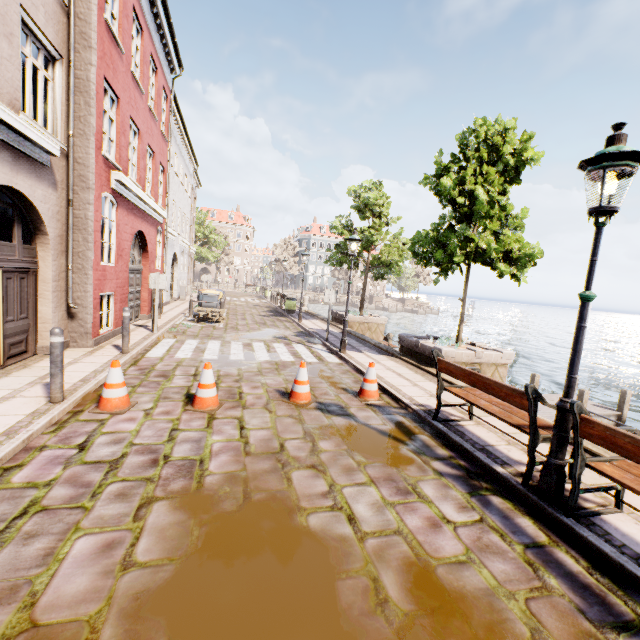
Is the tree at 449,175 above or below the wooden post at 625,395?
above

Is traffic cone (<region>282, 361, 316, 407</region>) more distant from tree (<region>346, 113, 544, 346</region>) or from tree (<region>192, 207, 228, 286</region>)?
tree (<region>192, 207, 228, 286</region>)

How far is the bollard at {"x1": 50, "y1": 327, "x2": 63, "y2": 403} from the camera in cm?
461

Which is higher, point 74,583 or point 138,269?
point 138,269

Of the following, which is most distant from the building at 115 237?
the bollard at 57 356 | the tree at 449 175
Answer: the tree at 449 175

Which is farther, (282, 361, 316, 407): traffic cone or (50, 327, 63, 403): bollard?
(282, 361, 316, 407): traffic cone

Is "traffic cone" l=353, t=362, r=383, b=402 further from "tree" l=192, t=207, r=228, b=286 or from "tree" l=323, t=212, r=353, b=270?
"tree" l=192, t=207, r=228, b=286

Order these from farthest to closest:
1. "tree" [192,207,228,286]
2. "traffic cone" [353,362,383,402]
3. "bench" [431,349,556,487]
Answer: "tree" [192,207,228,286]
"traffic cone" [353,362,383,402]
"bench" [431,349,556,487]
